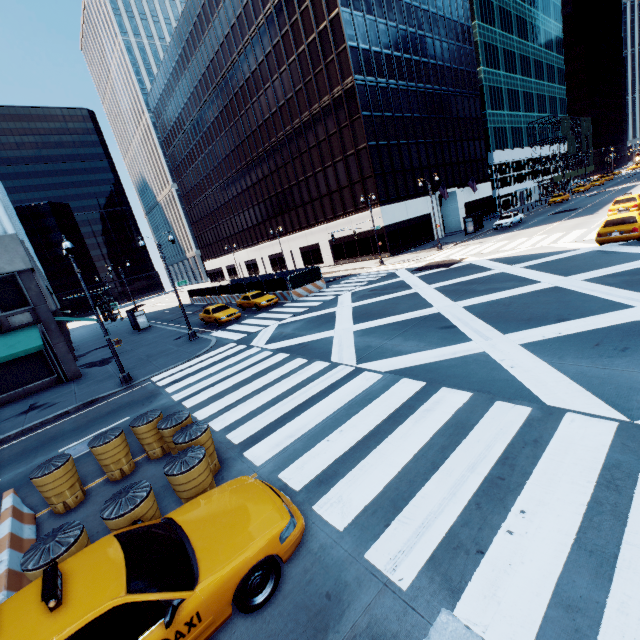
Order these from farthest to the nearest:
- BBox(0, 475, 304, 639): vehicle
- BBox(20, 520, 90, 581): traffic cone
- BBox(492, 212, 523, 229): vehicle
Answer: BBox(492, 212, 523, 229): vehicle, BBox(20, 520, 90, 581): traffic cone, BBox(0, 475, 304, 639): vehicle

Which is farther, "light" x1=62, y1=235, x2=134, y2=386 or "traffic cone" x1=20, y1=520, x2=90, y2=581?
"light" x1=62, y1=235, x2=134, y2=386

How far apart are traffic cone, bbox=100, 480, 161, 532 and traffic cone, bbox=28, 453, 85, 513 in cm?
276

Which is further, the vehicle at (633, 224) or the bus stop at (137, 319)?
the bus stop at (137, 319)

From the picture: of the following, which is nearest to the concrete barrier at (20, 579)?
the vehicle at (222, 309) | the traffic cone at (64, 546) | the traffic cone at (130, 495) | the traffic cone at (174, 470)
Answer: the traffic cone at (64, 546)

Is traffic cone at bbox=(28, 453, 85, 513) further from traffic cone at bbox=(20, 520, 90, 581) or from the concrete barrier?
traffic cone at bbox=(20, 520, 90, 581)

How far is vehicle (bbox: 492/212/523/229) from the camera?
37.5m

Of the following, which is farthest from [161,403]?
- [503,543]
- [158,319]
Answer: [158,319]
